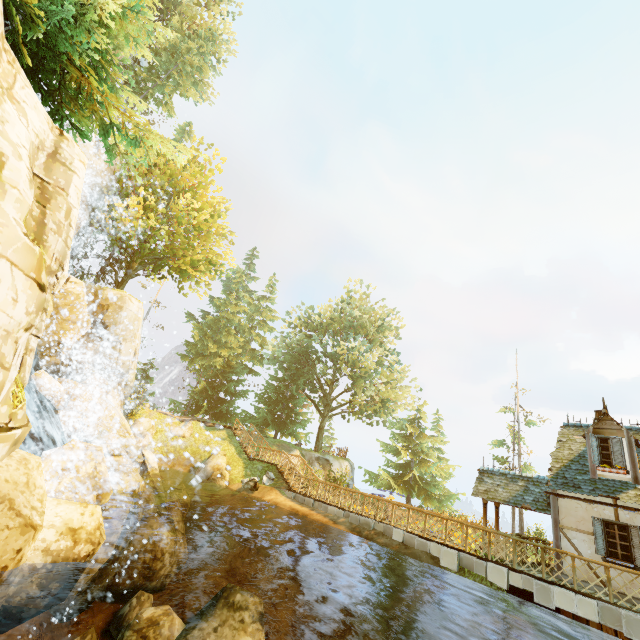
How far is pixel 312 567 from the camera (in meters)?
14.49

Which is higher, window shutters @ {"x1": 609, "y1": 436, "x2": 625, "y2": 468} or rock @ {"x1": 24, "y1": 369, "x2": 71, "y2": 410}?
window shutters @ {"x1": 609, "y1": 436, "x2": 625, "y2": 468}

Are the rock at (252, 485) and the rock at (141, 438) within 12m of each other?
yes

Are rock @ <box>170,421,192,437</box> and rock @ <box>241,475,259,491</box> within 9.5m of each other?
yes

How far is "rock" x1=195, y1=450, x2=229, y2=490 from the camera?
21.20m

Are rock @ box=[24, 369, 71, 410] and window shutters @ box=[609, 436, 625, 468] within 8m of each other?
no

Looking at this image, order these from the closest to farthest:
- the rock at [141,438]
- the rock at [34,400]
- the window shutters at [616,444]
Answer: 1. the window shutters at [616,444]
2. the rock at [34,400]
3. the rock at [141,438]

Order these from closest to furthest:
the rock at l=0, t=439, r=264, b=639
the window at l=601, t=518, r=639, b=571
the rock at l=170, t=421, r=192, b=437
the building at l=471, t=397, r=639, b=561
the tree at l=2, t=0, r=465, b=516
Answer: the rock at l=0, t=439, r=264, b=639, the tree at l=2, t=0, r=465, b=516, the window at l=601, t=518, r=639, b=571, the building at l=471, t=397, r=639, b=561, the rock at l=170, t=421, r=192, b=437
